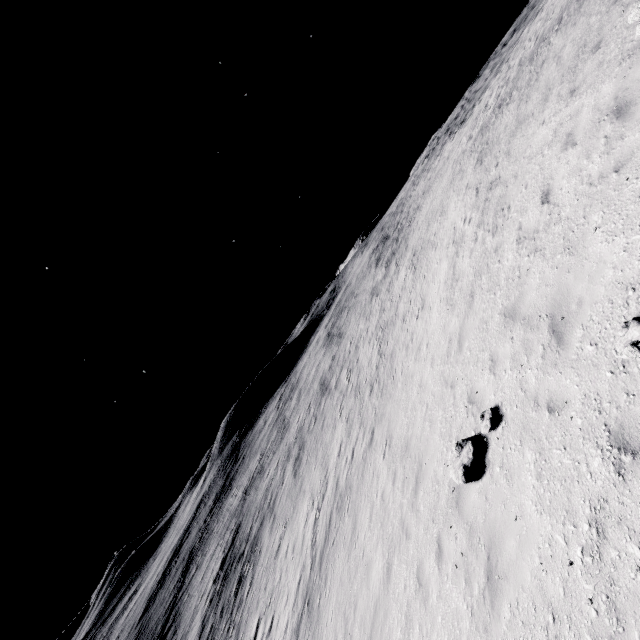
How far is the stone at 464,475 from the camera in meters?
6.6

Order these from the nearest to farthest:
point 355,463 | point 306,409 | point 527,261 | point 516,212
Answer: point 527,261 < point 516,212 < point 355,463 < point 306,409

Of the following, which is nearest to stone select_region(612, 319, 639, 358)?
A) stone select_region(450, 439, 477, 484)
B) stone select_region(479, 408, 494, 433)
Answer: stone select_region(479, 408, 494, 433)

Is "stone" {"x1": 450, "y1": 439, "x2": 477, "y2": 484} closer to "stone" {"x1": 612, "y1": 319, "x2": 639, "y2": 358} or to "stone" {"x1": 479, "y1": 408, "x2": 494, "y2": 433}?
"stone" {"x1": 479, "y1": 408, "x2": 494, "y2": 433}

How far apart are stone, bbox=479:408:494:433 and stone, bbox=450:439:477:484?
0.3m

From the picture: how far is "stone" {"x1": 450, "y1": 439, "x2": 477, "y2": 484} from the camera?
6.6 meters

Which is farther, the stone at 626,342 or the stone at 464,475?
the stone at 464,475
